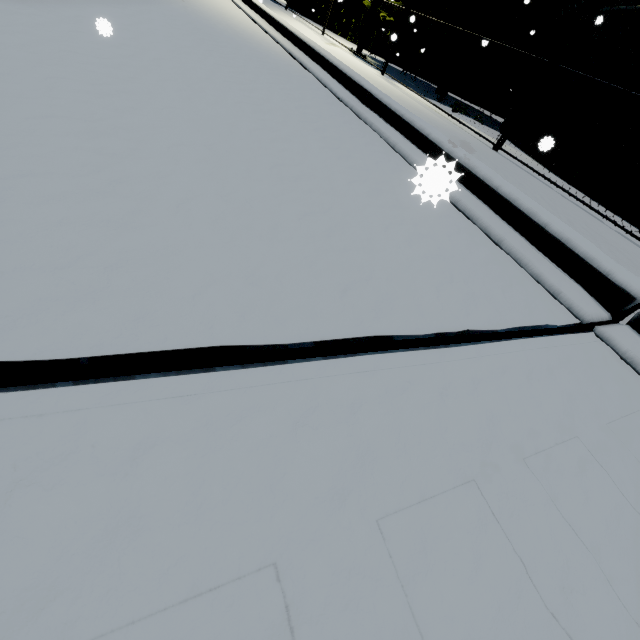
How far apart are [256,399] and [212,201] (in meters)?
1.16

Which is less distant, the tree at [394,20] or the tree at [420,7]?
the tree at [420,7]

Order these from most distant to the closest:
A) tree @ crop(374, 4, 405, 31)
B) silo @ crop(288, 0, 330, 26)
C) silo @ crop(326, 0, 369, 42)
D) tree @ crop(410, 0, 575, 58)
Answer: silo @ crop(288, 0, 330, 26) < silo @ crop(326, 0, 369, 42) < tree @ crop(374, 4, 405, 31) < tree @ crop(410, 0, 575, 58)

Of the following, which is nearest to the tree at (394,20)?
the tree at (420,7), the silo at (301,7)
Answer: the tree at (420,7)

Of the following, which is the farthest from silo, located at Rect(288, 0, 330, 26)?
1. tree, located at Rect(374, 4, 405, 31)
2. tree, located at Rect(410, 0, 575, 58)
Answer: tree, located at Rect(374, 4, 405, 31)

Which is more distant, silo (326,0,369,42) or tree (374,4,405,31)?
→ silo (326,0,369,42)

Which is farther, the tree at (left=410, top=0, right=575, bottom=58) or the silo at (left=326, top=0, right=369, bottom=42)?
the silo at (left=326, top=0, right=369, bottom=42)
